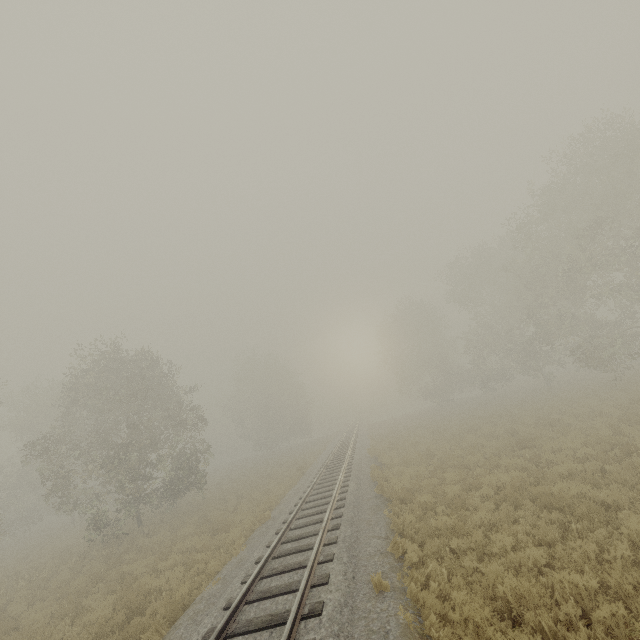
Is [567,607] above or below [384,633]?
below
